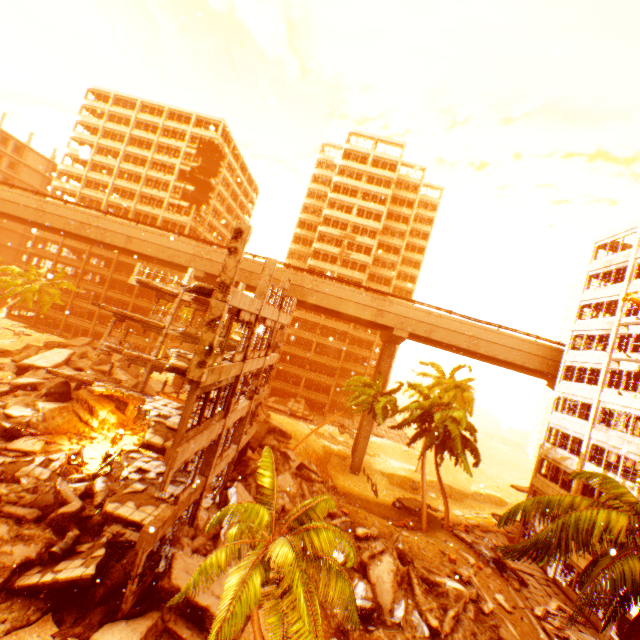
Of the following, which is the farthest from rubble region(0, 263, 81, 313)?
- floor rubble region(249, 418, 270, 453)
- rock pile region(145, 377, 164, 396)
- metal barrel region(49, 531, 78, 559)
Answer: metal barrel region(49, 531, 78, 559)

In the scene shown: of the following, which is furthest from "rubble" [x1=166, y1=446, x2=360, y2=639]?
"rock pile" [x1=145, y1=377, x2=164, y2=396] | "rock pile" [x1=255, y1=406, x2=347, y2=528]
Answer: "rock pile" [x1=145, y1=377, x2=164, y2=396]

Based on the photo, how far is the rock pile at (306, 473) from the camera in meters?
21.6 m

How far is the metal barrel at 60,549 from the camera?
12.60m

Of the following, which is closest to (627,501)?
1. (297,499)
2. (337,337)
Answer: (297,499)

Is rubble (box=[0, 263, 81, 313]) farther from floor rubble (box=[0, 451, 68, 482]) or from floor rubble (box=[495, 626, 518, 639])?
floor rubble (box=[0, 451, 68, 482])

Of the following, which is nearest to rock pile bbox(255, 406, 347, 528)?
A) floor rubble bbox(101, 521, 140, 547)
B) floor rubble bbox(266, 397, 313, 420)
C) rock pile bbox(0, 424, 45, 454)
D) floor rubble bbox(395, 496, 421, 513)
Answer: floor rubble bbox(101, 521, 140, 547)

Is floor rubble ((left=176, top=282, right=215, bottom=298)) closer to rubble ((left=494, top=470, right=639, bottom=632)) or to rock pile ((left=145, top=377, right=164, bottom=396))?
rubble ((left=494, top=470, right=639, bottom=632))
